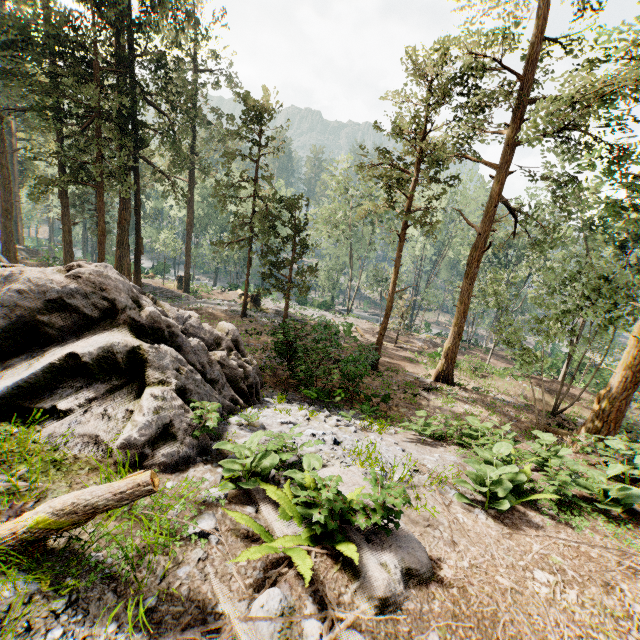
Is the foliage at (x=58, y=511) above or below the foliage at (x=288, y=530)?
above

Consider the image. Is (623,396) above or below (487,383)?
above

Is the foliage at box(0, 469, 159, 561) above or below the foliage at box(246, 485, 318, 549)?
above

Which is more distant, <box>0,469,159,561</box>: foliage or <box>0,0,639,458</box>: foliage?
<box>0,0,639,458</box>: foliage

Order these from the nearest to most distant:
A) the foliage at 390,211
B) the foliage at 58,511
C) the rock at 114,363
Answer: the foliage at 58,511 < the rock at 114,363 < the foliage at 390,211

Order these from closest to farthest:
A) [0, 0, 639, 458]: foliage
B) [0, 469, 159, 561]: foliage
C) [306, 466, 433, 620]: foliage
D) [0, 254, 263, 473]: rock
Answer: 1. [0, 469, 159, 561]: foliage
2. [306, 466, 433, 620]: foliage
3. [0, 254, 263, 473]: rock
4. [0, 0, 639, 458]: foliage

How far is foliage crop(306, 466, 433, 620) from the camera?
3.3 meters
